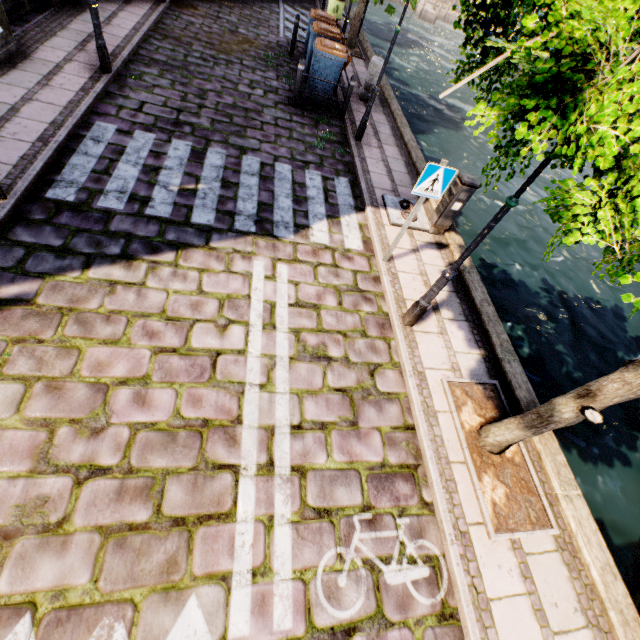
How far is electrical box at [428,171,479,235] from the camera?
6.1 meters

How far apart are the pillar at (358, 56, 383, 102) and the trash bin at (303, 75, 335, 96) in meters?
1.3 m

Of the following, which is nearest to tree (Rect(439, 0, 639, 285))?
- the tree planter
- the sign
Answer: the tree planter

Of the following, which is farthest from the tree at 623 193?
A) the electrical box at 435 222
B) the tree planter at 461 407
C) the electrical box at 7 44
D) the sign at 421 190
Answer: the electrical box at 7 44

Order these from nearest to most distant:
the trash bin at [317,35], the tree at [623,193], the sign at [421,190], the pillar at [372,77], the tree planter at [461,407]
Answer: the tree at [623,193] < the tree planter at [461,407] < the sign at [421,190] < the trash bin at [317,35] < the pillar at [372,77]

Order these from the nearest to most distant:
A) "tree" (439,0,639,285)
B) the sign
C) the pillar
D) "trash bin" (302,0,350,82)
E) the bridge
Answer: "tree" (439,0,639,285)
the sign
the bridge
"trash bin" (302,0,350,82)
the pillar

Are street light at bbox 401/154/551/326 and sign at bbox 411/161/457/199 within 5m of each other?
yes

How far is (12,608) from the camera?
2.5m
